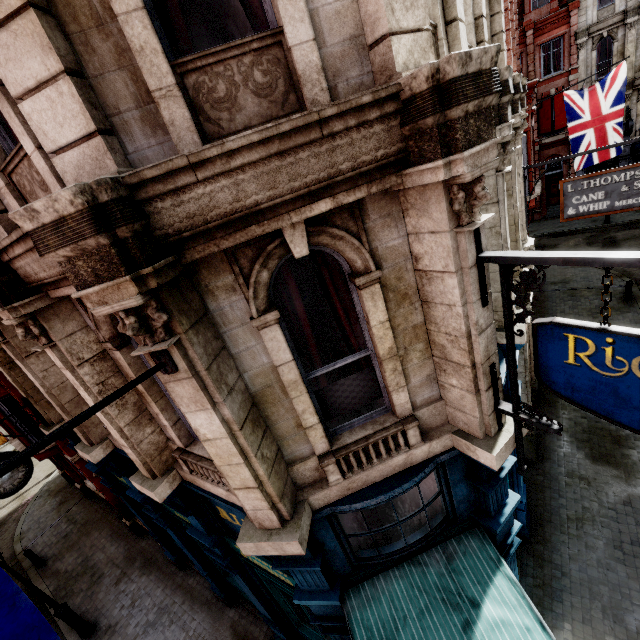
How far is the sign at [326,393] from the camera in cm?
388

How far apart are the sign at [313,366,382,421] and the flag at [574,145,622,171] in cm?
1505

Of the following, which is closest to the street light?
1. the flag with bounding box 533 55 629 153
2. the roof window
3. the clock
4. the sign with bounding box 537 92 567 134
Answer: the clock

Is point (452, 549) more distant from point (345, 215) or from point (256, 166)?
point (256, 166)

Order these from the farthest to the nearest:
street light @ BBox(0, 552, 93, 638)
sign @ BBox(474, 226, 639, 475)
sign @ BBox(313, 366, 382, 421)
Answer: street light @ BBox(0, 552, 93, 638), sign @ BBox(313, 366, 382, 421), sign @ BBox(474, 226, 639, 475)

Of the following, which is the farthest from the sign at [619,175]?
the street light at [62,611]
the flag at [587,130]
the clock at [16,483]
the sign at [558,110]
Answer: the sign at [558,110]

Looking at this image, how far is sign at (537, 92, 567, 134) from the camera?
23.6m

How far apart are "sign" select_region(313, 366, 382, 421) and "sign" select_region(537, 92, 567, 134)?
30.40m
